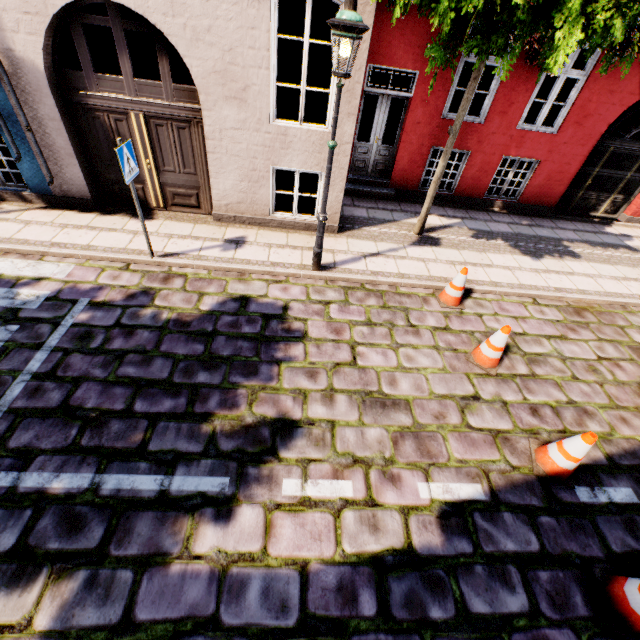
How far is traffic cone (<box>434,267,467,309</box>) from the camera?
5.8m

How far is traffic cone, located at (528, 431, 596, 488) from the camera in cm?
362

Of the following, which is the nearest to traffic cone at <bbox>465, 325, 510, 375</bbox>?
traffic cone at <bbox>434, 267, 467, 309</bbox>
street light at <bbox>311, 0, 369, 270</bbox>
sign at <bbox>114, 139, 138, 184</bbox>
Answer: traffic cone at <bbox>434, 267, 467, 309</bbox>

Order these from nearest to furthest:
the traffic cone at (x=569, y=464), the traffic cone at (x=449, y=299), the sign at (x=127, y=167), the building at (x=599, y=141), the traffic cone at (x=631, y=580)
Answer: the traffic cone at (x=631, y=580), the traffic cone at (x=569, y=464), the sign at (x=127, y=167), the traffic cone at (x=449, y=299), the building at (x=599, y=141)

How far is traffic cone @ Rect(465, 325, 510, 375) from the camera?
4.8 meters

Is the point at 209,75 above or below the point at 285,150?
above

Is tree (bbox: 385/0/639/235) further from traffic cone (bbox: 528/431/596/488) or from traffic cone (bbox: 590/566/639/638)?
traffic cone (bbox: 590/566/639/638)

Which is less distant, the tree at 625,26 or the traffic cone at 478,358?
the tree at 625,26
